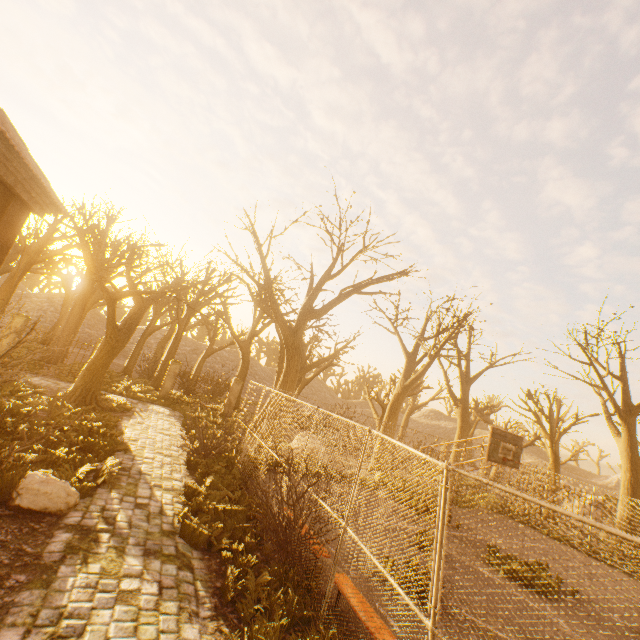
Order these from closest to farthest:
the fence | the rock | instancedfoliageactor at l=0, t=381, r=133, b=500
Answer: the fence, the rock, instancedfoliageactor at l=0, t=381, r=133, b=500

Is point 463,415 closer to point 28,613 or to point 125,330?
point 125,330

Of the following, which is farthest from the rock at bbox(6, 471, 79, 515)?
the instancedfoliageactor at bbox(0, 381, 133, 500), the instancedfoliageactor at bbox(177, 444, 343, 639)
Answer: the instancedfoliageactor at bbox(177, 444, 343, 639)

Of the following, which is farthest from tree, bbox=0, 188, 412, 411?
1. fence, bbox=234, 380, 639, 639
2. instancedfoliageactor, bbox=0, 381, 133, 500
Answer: instancedfoliageactor, bbox=0, 381, 133, 500

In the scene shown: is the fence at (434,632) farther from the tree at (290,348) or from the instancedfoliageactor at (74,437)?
the instancedfoliageactor at (74,437)

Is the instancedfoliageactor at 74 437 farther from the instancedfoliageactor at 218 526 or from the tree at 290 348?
the tree at 290 348

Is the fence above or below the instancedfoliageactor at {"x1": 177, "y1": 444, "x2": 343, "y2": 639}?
above

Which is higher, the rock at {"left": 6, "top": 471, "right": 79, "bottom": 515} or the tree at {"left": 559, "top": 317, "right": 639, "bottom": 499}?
the tree at {"left": 559, "top": 317, "right": 639, "bottom": 499}
